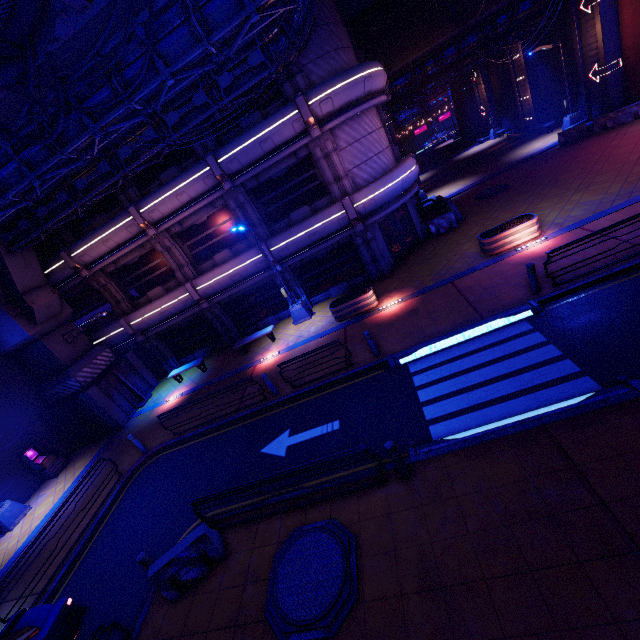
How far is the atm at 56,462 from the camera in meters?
16.0 m

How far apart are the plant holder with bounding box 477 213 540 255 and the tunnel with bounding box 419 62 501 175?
30.8m

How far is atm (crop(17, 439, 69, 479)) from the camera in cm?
1601

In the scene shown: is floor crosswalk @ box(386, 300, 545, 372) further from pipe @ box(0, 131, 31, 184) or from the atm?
the atm

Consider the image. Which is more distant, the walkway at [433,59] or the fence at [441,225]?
the walkway at [433,59]

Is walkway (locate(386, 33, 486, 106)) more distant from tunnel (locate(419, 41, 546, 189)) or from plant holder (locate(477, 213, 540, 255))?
plant holder (locate(477, 213, 540, 255))

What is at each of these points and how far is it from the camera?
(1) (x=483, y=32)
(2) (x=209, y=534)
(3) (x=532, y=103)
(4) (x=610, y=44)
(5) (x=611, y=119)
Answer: (1) walkway, 21.5m
(2) fence, 7.7m
(3) tunnel, 27.9m
(4) tunnel, 19.2m
(5) fence, 19.8m

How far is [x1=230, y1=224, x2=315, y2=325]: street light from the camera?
15.6m
